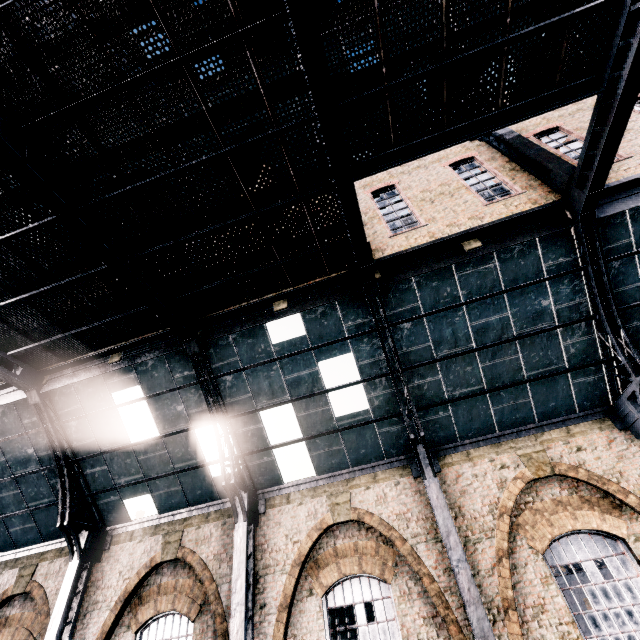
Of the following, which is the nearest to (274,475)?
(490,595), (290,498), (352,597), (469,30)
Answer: (290,498)

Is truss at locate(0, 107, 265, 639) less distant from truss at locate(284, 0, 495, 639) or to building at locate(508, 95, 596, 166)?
building at locate(508, 95, 596, 166)

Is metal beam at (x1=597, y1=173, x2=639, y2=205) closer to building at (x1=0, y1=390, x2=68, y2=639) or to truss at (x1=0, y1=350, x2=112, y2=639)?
building at (x1=0, y1=390, x2=68, y2=639)

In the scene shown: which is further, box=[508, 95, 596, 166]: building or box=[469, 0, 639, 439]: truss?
box=[508, 95, 596, 166]: building

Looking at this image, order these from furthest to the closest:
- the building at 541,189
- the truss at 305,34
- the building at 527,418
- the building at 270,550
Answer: the building at 541,189 < the building at 270,550 < the building at 527,418 < the truss at 305,34

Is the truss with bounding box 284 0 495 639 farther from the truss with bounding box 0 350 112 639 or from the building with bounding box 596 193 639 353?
the truss with bounding box 0 350 112 639

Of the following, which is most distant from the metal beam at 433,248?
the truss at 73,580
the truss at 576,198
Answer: the truss at 73,580

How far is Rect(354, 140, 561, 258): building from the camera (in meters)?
9.59
